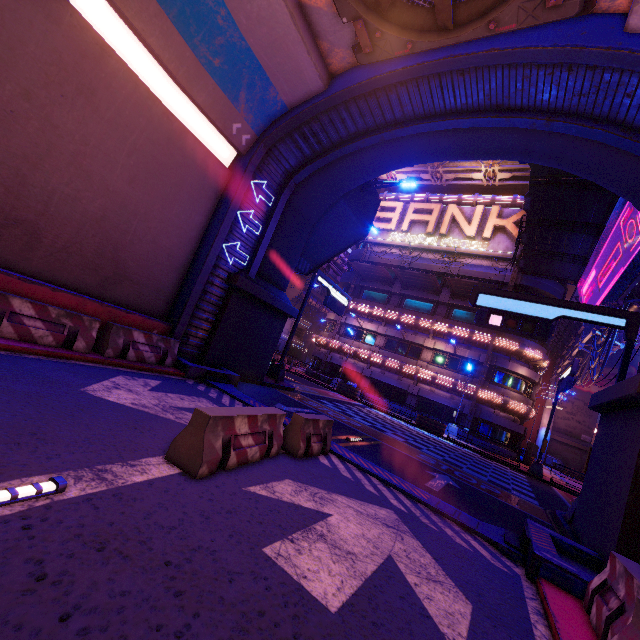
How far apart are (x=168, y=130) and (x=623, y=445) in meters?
14.8

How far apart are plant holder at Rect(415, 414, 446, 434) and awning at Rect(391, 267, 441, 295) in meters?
11.8 m

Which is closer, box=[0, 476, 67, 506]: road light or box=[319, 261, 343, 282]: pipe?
box=[0, 476, 67, 506]: road light

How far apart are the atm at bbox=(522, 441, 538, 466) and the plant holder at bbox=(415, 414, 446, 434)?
8.3 meters

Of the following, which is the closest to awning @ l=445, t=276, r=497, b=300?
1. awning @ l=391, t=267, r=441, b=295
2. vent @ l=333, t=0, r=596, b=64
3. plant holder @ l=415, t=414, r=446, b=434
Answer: awning @ l=391, t=267, r=441, b=295

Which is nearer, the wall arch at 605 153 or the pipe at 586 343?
the wall arch at 605 153

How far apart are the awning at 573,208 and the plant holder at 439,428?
14.7 meters

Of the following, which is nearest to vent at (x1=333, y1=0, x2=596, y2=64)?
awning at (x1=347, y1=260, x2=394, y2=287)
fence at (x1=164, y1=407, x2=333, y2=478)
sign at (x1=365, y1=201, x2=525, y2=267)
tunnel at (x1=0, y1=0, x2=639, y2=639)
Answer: tunnel at (x1=0, y1=0, x2=639, y2=639)
